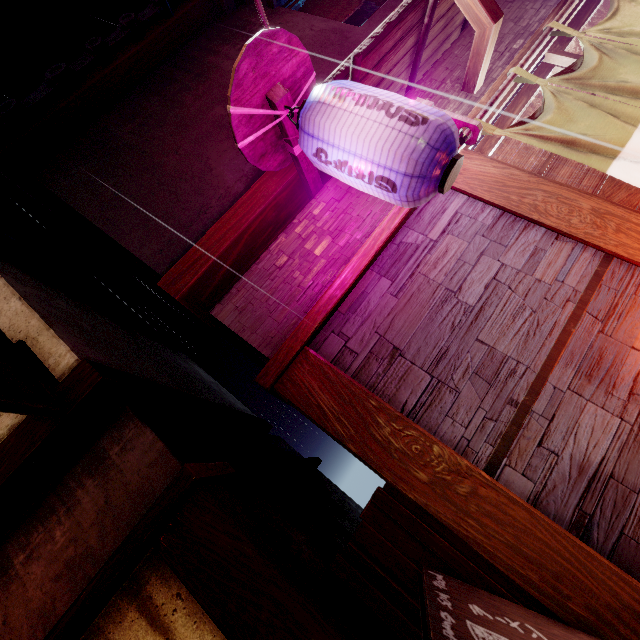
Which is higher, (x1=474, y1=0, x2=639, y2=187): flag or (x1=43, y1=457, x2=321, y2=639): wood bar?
(x1=43, y1=457, x2=321, y2=639): wood bar

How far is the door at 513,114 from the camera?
5.8m

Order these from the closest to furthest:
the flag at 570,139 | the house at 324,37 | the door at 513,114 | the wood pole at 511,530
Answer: the wood pole at 511,530
the flag at 570,139
the door at 513,114
the house at 324,37

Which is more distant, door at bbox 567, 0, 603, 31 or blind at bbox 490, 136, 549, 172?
door at bbox 567, 0, 603, 31

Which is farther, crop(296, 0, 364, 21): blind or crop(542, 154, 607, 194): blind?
crop(296, 0, 364, 21): blind

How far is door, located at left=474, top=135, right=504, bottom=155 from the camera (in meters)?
5.64

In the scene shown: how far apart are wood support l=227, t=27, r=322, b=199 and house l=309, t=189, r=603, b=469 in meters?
2.0 m

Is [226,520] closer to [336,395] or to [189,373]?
[336,395]
